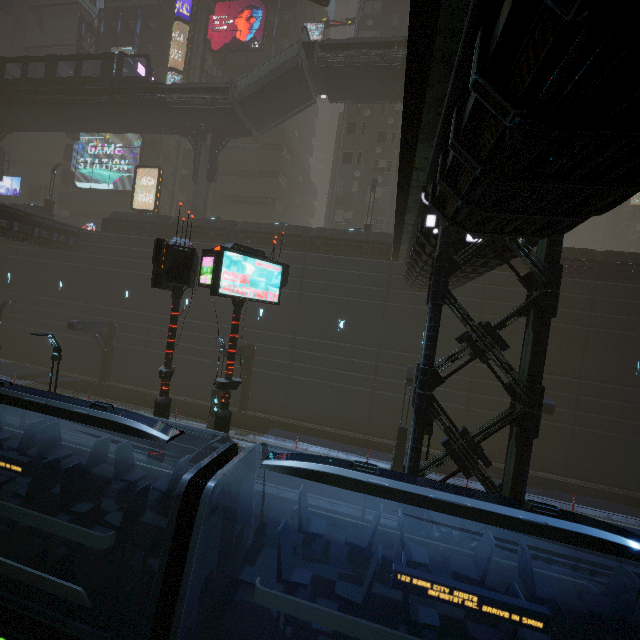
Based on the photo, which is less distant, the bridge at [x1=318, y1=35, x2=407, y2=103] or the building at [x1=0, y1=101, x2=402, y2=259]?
the bridge at [x1=318, y1=35, x2=407, y2=103]

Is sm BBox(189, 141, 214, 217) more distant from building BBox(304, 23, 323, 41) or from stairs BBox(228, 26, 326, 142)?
stairs BBox(228, 26, 326, 142)

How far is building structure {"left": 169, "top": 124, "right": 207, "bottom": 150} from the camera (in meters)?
28.67

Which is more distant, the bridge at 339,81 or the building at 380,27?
the building at 380,27

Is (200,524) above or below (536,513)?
below

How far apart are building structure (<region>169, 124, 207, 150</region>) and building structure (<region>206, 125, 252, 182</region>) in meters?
0.7 m

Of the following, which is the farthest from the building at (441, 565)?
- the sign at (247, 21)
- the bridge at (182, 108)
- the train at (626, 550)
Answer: the bridge at (182, 108)

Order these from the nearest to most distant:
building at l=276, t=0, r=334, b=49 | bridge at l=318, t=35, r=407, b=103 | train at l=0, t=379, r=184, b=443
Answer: train at l=0, t=379, r=184, b=443 → bridge at l=318, t=35, r=407, b=103 → building at l=276, t=0, r=334, b=49
